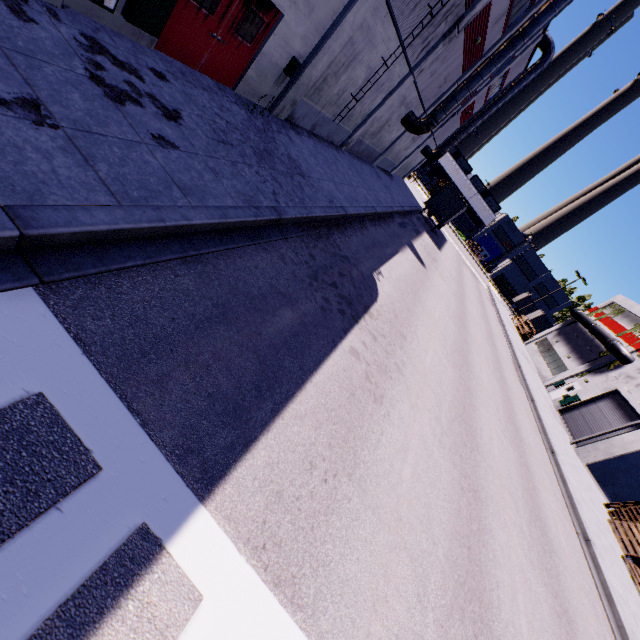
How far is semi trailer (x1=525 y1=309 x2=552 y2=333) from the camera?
50.4 meters

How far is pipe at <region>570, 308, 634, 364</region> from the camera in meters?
27.5 m

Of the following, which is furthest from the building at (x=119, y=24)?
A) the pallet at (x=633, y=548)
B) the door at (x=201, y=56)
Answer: the pallet at (x=633, y=548)

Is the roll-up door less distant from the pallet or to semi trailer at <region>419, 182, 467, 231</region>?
semi trailer at <region>419, 182, 467, 231</region>

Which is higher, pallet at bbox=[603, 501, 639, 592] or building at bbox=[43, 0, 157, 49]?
pallet at bbox=[603, 501, 639, 592]

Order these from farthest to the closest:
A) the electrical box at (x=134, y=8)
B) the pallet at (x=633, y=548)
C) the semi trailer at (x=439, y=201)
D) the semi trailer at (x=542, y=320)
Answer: the semi trailer at (x=542, y=320) < the semi trailer at (x=439, y=201) < the pallet at (x=633, y=548) < the electrical box at (x=134, y=8)

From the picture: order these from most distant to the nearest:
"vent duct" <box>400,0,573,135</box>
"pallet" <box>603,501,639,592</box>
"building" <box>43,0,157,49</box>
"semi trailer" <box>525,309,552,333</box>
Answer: "semi trailer" <box>525,309,552,333</box> → "vent duct" <box>400,0,573,135</box> → "pallet" <box>603,501,639,592</box> → "building" <box>43,0,157,49</box>

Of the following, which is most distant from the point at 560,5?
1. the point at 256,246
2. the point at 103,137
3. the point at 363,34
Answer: the point at 103,137
